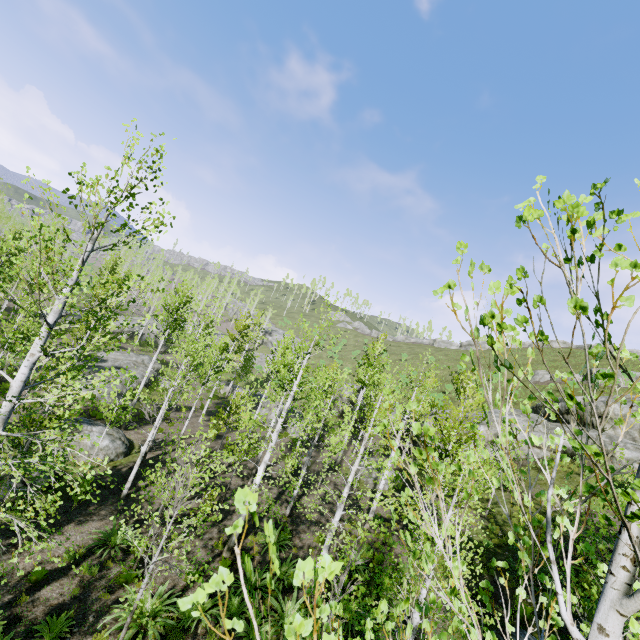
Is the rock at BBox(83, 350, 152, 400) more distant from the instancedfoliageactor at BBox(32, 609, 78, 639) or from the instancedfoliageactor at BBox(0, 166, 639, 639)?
the instancedfoliageactor at BBox(0, 166, 639, 639)

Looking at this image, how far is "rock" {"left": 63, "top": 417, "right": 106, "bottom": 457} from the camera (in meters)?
16.28

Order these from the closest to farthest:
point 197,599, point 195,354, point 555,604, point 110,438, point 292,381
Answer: point 197,599
point 555,604
point 195,354
point 110,438
point 292,381

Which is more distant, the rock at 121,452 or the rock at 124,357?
the rock at 124,357

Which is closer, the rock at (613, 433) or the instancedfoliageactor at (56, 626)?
the instancedfoliageactor at (56, 626)

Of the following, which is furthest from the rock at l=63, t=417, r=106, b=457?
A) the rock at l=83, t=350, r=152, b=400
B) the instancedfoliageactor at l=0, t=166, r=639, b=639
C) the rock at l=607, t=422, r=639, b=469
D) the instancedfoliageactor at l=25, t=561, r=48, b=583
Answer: the rock at l=607, t=422, r=639, b=469

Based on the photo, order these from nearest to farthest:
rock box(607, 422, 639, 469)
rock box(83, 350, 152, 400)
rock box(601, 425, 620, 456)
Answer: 1. rock box(607, 422, 639, 469)
2. rock box(601, 425, 620, 456)
3. rock box(83, 350, 152, 400)
